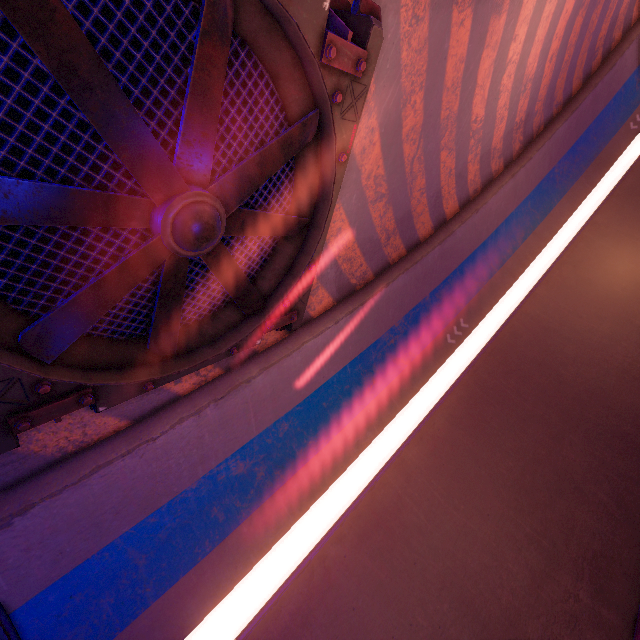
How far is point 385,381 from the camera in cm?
1084

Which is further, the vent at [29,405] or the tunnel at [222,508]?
the tunnel at [222,508]

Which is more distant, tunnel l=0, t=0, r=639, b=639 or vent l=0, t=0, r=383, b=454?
tunnel l=0, t=0, r=639, b=639
